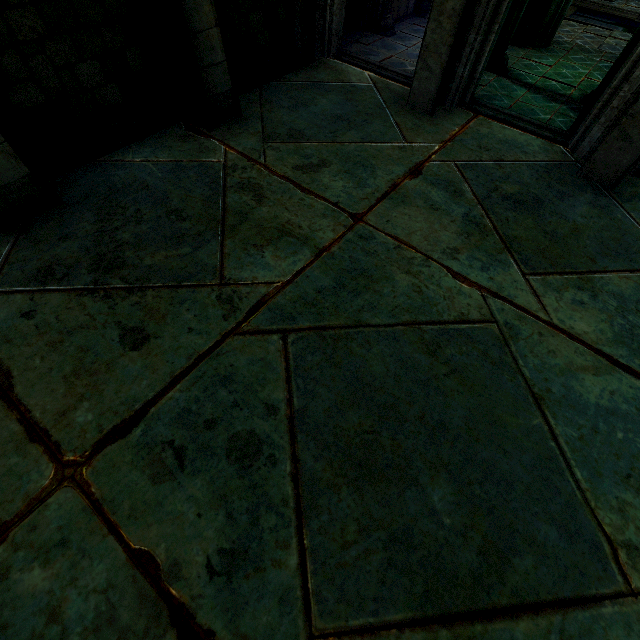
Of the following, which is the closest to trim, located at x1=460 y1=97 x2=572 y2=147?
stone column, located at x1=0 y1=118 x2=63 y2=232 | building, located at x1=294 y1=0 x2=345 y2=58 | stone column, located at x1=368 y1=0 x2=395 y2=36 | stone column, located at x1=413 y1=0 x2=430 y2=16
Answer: building, located at x1=294 y1=0 x2=345 y2=58

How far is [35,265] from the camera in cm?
363

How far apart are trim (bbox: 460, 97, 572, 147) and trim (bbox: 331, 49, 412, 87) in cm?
101

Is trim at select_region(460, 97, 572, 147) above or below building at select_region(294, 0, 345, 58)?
below

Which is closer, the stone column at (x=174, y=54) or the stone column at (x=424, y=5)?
the stone column at (x=174, y=54)

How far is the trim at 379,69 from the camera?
6.7 meters

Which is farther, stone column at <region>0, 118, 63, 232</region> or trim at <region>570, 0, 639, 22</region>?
trim at <region>570, 0, 639, 22</region>

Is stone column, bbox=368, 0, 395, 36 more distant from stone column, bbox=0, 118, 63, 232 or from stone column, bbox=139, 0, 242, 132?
stone column, bbox=0, 118, 63, 232
